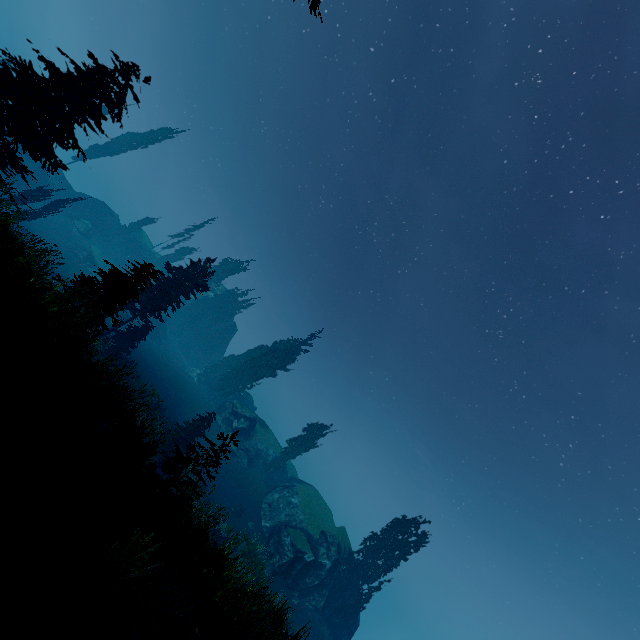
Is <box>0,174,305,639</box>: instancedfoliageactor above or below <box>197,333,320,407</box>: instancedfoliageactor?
below

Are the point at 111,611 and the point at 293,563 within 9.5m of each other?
no

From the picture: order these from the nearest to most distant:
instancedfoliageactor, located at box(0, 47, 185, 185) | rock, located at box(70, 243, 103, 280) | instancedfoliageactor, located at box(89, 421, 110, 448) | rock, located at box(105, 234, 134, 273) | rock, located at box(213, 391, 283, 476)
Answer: instancedfoliageactor, located at box(89, 421, 110, 448), instancedfoliageactor, located at box(0, 47, 185, 185), rock, located at box(213, 391, 283, 476), rock, located at box(70, 243, 103, 280), rock, located at box(105, 234, 134, 273)

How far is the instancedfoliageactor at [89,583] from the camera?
4.7 meters

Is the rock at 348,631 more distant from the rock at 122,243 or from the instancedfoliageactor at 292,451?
the rock at 122,243

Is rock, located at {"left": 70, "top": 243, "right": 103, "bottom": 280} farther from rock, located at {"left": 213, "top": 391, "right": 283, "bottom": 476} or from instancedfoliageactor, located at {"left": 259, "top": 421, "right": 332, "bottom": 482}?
rock, located at {"left": 213, "top": 391, "right": 283, "bottom": 476}

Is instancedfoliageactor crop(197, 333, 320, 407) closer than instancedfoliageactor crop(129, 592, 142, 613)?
No
